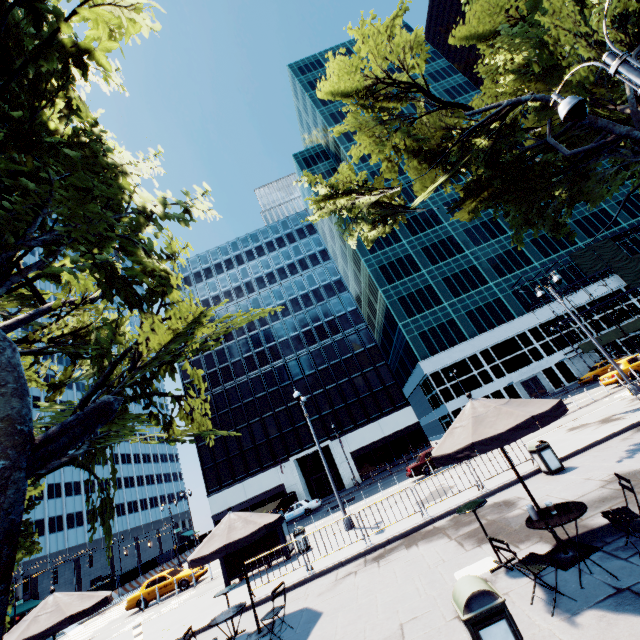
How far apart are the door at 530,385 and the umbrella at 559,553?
44.52m

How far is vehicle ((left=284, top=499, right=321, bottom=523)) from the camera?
32.28m

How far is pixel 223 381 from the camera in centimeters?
4894cm

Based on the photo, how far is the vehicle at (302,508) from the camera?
32.3m

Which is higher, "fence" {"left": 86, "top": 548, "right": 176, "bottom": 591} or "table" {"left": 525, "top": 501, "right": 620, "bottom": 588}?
"fence" {"left": 86, "top": 548, "right": 176, "bottom": 591}

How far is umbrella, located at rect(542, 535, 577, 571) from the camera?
5.4m

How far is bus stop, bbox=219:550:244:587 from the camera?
15.2m

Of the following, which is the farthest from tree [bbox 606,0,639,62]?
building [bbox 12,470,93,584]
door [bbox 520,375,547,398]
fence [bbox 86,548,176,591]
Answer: building [bbox 12,470,93,584]
